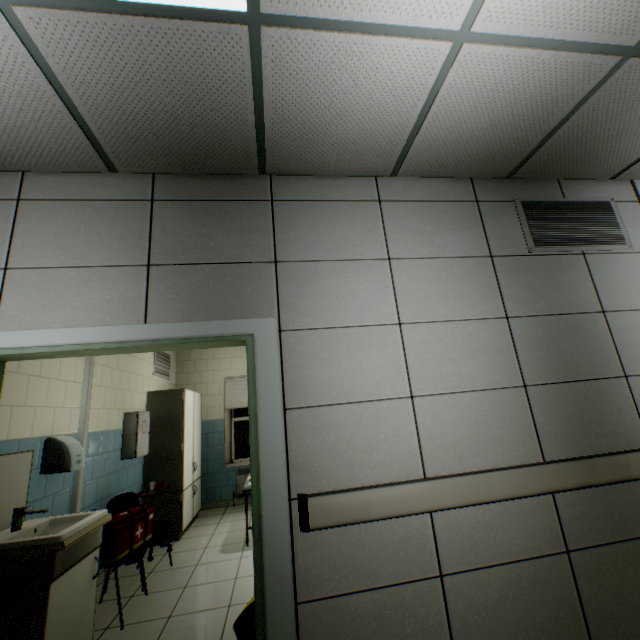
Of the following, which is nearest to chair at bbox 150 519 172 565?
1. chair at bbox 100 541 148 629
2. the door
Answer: chair at bbox 100 541 148 629

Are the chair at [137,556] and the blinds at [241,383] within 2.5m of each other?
no

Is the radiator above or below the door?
below

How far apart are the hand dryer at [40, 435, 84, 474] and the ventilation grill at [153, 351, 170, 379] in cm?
244

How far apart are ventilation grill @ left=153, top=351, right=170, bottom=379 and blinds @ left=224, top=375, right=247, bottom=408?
1.3m

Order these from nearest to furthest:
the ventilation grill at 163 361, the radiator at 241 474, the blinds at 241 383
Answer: the ventilation grill at 163 361
the radiator at 241 474
the blinds at 241 383

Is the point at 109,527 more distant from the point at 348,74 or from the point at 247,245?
the point at 348,74

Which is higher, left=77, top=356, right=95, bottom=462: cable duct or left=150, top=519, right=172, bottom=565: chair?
left=77, top=356, right=95, bottom=462: cable duct
